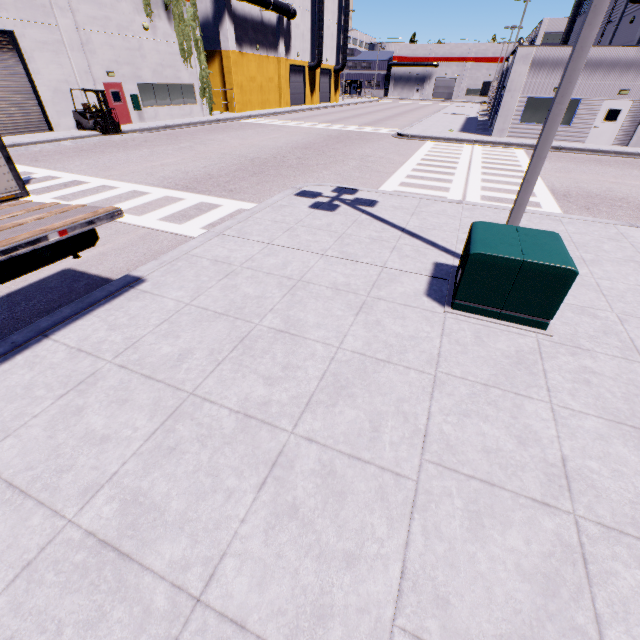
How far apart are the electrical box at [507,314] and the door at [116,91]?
26.16m

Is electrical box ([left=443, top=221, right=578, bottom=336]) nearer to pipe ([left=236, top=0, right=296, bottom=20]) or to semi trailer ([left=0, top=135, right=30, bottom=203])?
semi trailer ([left=0, top=135, right=30, bottom=203])

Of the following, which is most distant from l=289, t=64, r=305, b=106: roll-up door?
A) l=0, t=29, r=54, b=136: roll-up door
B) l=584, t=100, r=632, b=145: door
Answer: l=584, t=100, r=632, b=145: door

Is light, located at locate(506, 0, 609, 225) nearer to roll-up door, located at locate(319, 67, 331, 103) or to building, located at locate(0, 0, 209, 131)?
building, located at locate(0, 0, 209, 131)

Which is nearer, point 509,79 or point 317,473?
point 317,473

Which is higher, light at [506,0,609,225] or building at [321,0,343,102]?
building at [321,0,343,102]

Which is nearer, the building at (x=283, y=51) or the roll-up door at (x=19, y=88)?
the roll-up door at (x=19, y=88)

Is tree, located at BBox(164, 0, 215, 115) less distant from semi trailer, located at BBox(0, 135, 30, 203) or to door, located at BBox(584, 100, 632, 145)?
semi trailer, located at BBox(0, 135, 30, 203)
